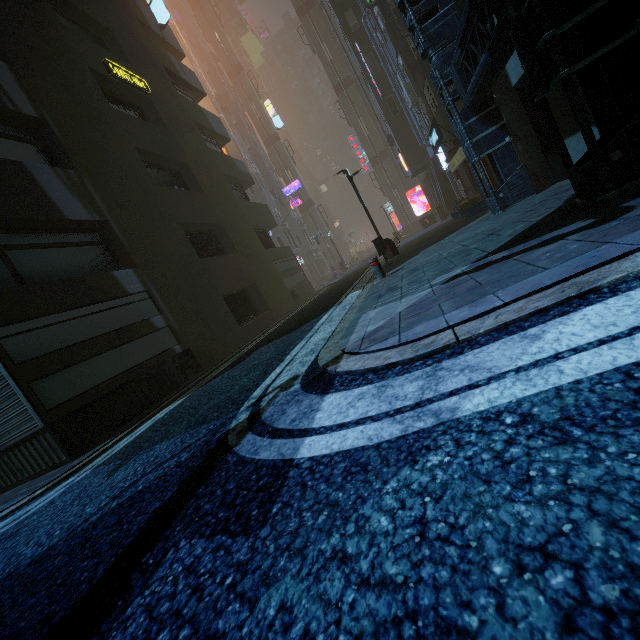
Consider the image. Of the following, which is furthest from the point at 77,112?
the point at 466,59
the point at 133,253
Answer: the point at 466,59

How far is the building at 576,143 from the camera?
6.05m

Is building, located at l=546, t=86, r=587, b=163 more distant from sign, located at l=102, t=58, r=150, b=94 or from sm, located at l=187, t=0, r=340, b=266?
sm, located at l=187, t=0, r=340, b=266

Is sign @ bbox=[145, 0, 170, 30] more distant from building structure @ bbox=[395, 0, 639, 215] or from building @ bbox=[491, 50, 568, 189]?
building structure @ bbox=[395, 0, 639, 215]

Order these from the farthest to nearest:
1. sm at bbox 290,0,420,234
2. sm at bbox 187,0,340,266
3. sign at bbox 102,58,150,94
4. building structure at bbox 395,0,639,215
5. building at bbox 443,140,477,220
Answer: sm at bbox 187,0,340,266
sm at bbox 290,0,420,234
building at bbox 443,140,477,220
sign at bbox 102,58,150,94
building structure at bbox 395,0,639,215

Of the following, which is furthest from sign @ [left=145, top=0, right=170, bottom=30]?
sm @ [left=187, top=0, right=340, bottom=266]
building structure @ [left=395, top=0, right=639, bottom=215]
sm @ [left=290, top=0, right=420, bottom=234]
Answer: sm @ [left=290, top=0, right=420, bottom=234]

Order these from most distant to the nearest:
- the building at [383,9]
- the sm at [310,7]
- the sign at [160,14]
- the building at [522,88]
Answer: the sm at [310,7]
the sign at [160,14]
the building at [383,9]
the building at [522,88]

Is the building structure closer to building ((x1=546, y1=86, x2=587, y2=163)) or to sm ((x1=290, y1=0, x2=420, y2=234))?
building ((x1=546, y1=86, x2=587, y2=163))
